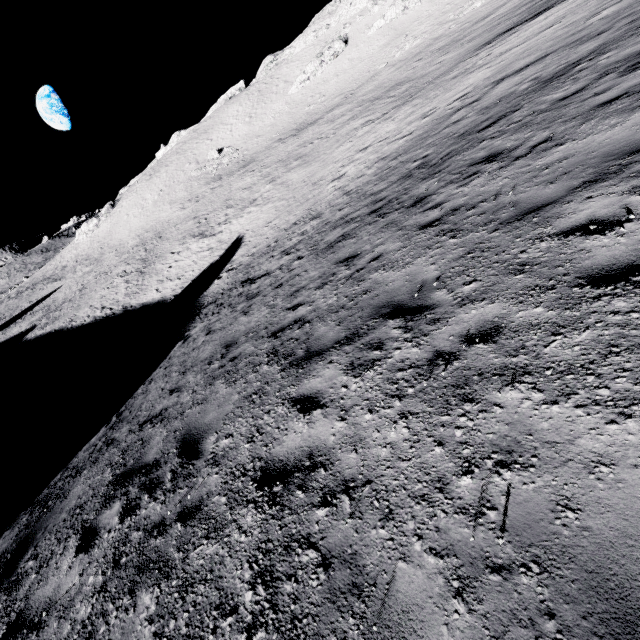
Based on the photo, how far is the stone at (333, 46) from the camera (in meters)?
55.06

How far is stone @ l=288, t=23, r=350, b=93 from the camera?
55.1 meters

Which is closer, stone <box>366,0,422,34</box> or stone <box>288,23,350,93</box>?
stone <box>366,0,422,34</box>

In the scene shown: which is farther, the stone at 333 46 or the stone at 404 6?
the stone at 333 46

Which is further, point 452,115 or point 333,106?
point 333,106
